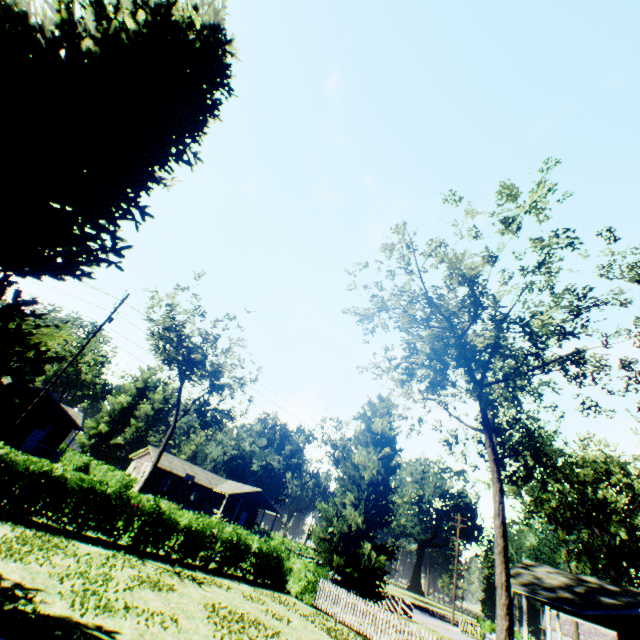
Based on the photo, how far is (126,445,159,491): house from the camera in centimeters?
4684cm

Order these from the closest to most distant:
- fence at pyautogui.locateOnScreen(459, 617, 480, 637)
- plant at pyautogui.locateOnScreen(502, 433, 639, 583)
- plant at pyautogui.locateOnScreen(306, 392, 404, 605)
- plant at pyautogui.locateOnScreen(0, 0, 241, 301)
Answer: plant at pyautogui.locateOnScreen(0, 0, 241, 301) < plant at pyautogui.locateOnScreen(306, 392, 404, 605) < plant at pyautogui.locateOnScreen(502, 433, 639, 583) < fence at pyautogui.locateOnScreen(459, 617, 480, 637)

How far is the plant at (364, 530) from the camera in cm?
2306

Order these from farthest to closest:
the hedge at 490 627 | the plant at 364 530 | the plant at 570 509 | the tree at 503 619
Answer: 1. the hedge at 490 627
2. the plant at 570 509
3. the plant at 364 530
4. the tree at 503 619

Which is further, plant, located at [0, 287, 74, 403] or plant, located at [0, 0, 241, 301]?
plant, located at [0, 0, 241, 301]

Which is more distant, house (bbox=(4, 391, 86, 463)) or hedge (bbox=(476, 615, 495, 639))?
hedge (bbox=(476, 615, 495, 639))

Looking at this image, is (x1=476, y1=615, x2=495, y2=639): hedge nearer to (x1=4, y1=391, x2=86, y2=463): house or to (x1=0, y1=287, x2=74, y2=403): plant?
(x1=0, y1=287, x2=74, y2=403): plant

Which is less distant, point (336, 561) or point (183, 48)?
point (183, 48)
